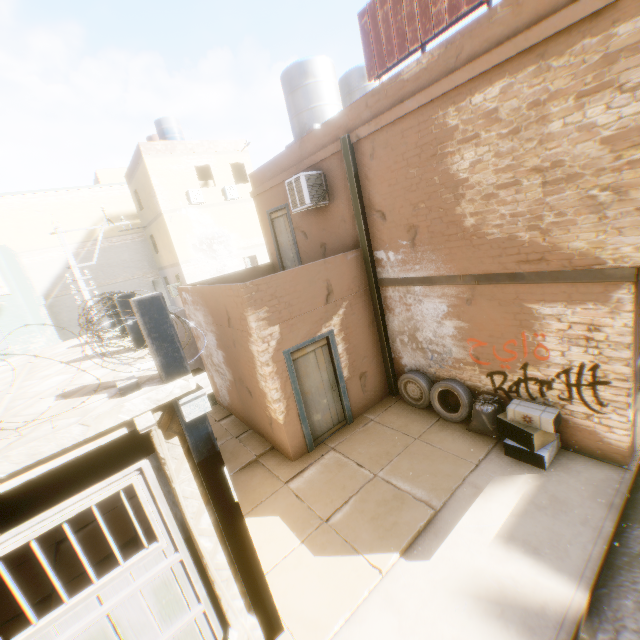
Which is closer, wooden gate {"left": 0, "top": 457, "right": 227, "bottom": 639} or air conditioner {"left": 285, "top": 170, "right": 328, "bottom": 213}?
wooden gate {"left": 0, "top": 457, "right": 227, "bottom": 639}

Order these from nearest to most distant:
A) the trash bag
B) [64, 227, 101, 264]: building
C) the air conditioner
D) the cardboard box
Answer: the cardboard box < the trash bag < the air conditioner < [64, 227, 101, 264]: building

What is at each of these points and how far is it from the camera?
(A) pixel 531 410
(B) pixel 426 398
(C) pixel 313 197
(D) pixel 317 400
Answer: (A) cardboard box, 5.68m
(B) wheel, 7.77m
(C) air conditioner, 8.23m
(D) door, 7.59m

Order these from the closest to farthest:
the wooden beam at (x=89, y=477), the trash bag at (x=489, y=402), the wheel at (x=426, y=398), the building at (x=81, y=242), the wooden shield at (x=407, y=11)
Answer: the wooden beam at (x=89, y=477) → the wooden shield at (x=407, y=11) → the trash bag at (x=489, y=402) → the wheel at (x=426, y=398) → the building at (x=81, y=242)

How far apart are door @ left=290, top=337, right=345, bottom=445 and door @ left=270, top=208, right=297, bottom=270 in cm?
401

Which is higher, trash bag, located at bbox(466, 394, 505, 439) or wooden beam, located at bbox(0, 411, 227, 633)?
wooden beam, located at bbox(0, 411, 227, 633)

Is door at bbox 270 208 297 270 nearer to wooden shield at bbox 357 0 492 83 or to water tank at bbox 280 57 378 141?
water tank at bbox 280 57 378 141

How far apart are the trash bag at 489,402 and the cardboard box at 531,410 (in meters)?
0.11
